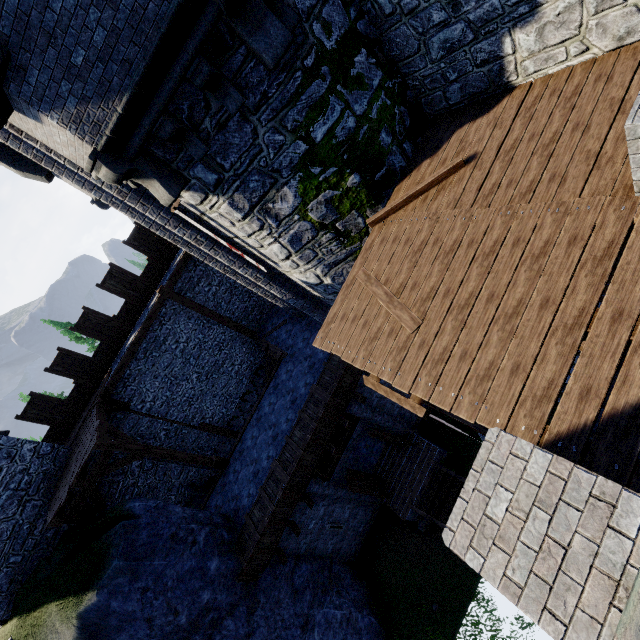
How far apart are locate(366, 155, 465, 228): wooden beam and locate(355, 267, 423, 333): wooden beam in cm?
103

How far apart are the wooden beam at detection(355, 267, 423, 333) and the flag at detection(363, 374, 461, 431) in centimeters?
→ 84cm

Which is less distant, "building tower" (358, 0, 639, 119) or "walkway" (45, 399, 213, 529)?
"building tower" (358, 0, 639, 119)

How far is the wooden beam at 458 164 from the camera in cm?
559

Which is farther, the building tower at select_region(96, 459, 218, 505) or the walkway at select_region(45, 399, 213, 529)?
the building tower at select_region(96, 459, 218, 505)

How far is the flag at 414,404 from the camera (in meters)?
4.30

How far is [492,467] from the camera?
2.5 meters

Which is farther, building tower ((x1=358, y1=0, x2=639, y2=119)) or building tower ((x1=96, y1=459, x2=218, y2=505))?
building tower ((x1=96, y1=459, x2=218, y2=505))
